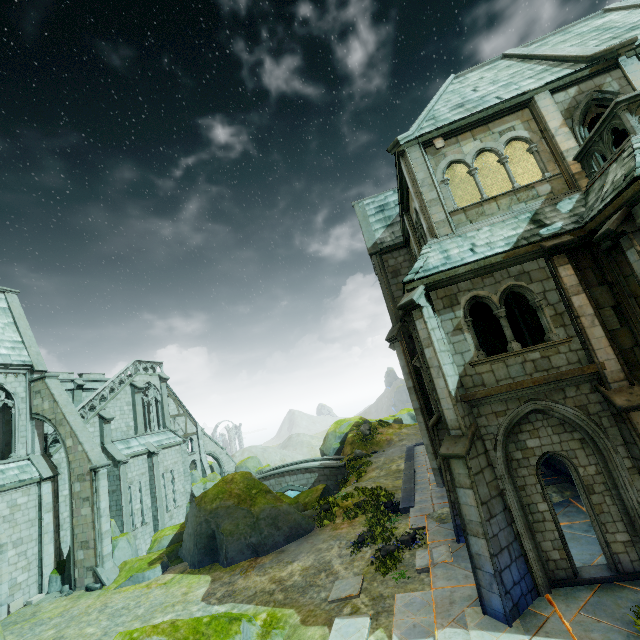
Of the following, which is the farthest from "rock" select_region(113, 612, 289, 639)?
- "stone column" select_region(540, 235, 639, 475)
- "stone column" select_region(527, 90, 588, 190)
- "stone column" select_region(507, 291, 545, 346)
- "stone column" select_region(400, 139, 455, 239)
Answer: "stone column" select_region(527, 90, 588, 190)

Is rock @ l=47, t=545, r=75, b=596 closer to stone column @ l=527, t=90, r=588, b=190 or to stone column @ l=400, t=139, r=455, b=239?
stone column @ l=400, t=139, r=455, b=239

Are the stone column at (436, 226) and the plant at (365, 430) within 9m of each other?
no

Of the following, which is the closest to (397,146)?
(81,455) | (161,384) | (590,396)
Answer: (590,396)

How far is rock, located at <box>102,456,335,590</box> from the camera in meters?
15.4 m

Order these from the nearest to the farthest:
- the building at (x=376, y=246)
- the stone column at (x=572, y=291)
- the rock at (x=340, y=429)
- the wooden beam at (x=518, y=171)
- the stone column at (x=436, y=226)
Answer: the stone column at (x=572, y=291) → the stone column at (x=436, y=226) → the building at (x=376, y=246) → the wooden beam at (x=518, y=171) → the rock at (x=340, y=429)

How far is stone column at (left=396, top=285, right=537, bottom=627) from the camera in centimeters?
749cm

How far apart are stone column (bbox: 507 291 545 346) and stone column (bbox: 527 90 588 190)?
5.1m
